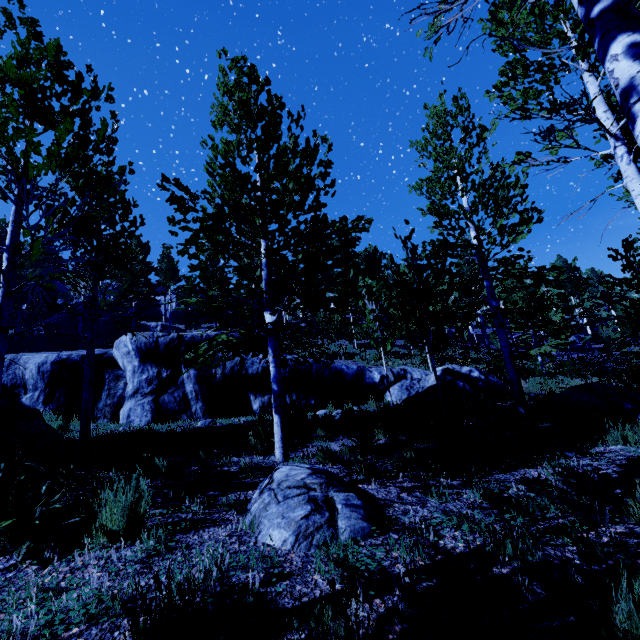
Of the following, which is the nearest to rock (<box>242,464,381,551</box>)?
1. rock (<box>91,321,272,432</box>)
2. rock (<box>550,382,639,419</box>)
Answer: rock (<box>91,321,272,432</box>)

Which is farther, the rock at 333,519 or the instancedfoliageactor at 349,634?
the rock at 333,519

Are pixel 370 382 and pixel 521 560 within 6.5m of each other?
no

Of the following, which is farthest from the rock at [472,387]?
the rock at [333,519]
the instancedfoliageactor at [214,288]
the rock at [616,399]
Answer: the rock at [333,519]

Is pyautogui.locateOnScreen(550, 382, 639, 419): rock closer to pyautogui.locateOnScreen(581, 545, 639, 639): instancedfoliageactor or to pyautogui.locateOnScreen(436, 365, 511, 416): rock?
pyautogui.locateOnScreen(581, 545, 639, 639): instancedfoliageactor

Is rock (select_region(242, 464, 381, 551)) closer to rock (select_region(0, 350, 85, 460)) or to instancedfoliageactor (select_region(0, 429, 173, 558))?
instancedfoliageactor (select_region(0, 429, 173, 558))

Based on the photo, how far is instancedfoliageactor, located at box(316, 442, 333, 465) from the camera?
5.6 meters

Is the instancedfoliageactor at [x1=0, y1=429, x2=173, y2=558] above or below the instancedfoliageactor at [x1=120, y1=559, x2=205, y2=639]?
above
